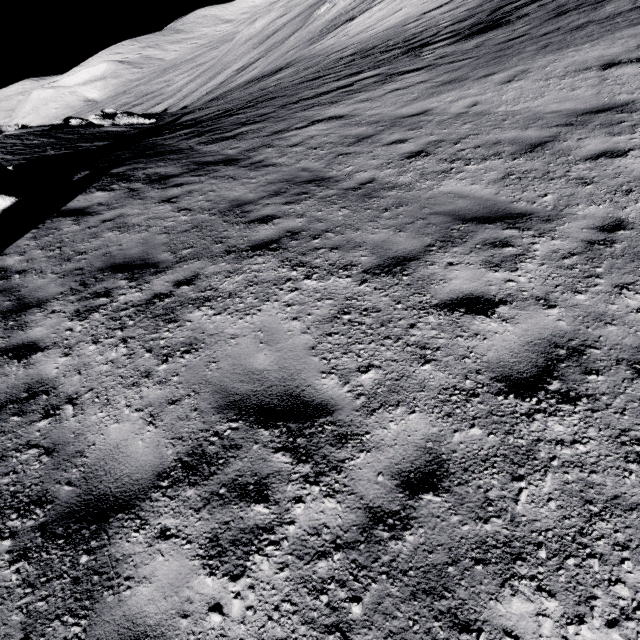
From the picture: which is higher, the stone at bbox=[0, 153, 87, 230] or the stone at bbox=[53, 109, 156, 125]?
the stone at bbox=[0, 153, 87, 230]

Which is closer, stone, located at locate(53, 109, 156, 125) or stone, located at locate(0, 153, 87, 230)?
stone, located at locate(0, 153, 87, 230)

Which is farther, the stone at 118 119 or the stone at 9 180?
the stone at 118 119

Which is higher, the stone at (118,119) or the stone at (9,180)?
the stone at (9,180)

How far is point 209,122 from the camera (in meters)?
15.68

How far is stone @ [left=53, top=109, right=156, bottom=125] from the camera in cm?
2445
